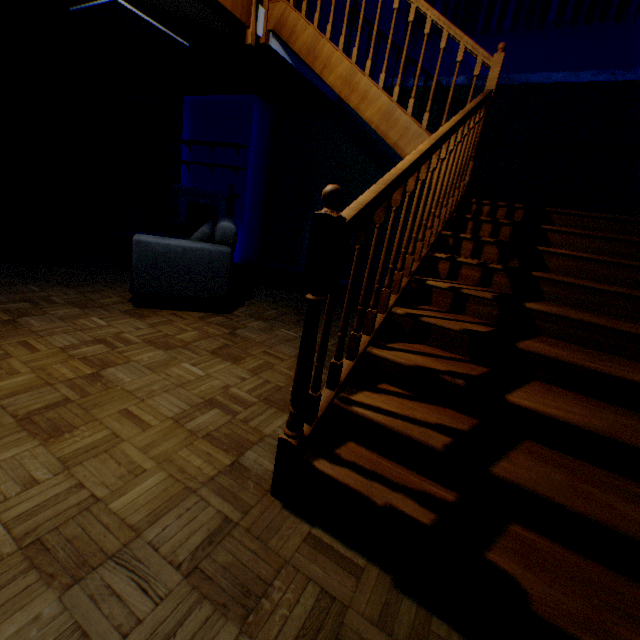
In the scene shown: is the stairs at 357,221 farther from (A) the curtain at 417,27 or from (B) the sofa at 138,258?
(B) the sofa at 138,258

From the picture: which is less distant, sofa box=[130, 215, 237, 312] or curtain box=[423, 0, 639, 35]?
sofa box=[130, 215, 237, 312]

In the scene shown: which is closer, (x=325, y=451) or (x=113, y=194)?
(x=325, y=451)

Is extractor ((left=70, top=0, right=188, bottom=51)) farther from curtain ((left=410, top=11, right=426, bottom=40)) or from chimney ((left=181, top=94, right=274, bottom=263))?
curtain ((left=410, top=11, right=426, bottom=40))

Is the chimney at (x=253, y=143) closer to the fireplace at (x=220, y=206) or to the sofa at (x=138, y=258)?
the fireplace at (x=220, y=206)

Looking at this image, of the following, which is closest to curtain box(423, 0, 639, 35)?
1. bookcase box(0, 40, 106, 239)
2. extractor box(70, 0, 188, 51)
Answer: extractor box(70, 0, 188, 51)

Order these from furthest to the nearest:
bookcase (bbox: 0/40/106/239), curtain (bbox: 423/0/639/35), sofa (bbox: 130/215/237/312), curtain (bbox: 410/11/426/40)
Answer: bookcase (bbox: 0/40/106/239) → curtain (bbox: 410/11/426/40) → curtain (bbox: 423/0/639/35) → sofa (bbox: 130/215/237/312)

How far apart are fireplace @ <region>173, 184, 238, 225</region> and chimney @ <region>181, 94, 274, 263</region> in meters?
0.0 m
